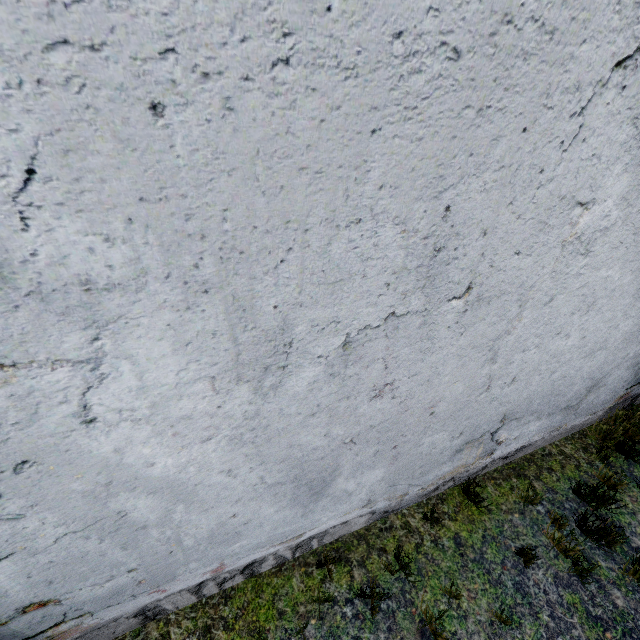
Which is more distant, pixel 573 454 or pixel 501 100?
pixel 573 454
